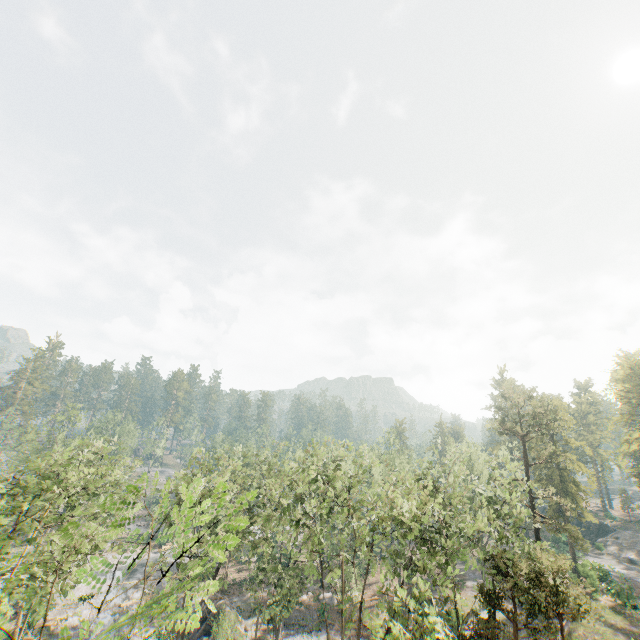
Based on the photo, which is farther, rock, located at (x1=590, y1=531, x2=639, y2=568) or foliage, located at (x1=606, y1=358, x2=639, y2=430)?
rock, located at (x1=590, y1=531, x2=639, y2=568)

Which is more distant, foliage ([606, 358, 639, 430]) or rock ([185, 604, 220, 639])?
foliage ([606, 358, 639, 430])

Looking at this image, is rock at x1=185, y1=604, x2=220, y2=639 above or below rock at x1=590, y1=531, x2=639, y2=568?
below

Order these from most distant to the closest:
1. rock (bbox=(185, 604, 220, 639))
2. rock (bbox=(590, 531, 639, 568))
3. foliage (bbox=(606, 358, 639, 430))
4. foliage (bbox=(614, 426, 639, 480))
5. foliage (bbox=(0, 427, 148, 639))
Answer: rock (bbox=(590, 531, 639, 568))
foliage (bbox=(606, 358, 639, 430))
foliage (bbox=(614, 426, 639, 480))
rock (bbox=(185, 604, 220, 639))
foliage (bbox=(0, 427, 148, 639))

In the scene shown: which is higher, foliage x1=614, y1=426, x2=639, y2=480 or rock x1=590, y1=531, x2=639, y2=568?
foliage x1=614, y1=426, x2=639, y2=480

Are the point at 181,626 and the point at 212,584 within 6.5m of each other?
yes

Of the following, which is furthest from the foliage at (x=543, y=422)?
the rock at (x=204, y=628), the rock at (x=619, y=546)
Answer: the rock at (x=204, y=628)
